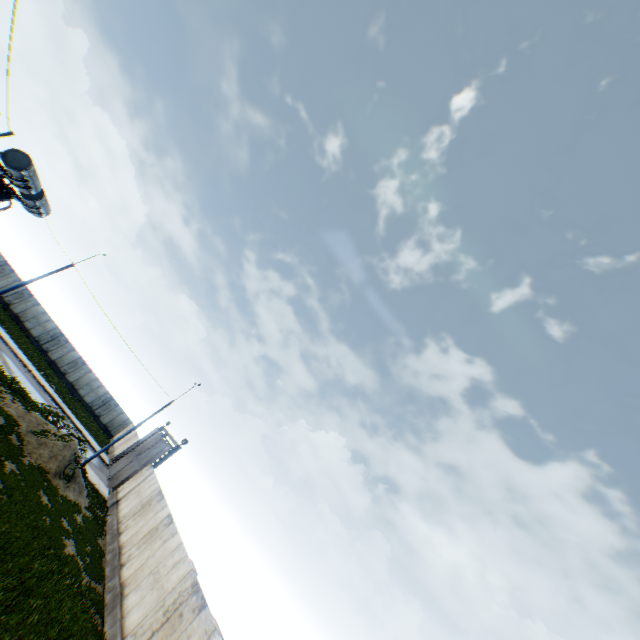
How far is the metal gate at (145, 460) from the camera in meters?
28.2 m

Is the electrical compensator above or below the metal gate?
above

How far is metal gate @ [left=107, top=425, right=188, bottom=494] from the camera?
28.22m

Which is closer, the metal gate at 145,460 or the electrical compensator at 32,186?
the electrical compensator at 32,186

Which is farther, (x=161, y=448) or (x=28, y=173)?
(x=161, y=448)

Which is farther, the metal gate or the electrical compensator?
the metal gate
